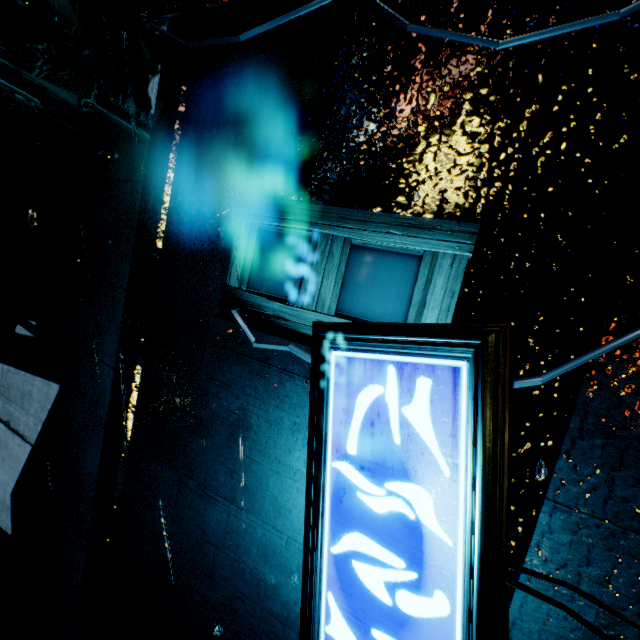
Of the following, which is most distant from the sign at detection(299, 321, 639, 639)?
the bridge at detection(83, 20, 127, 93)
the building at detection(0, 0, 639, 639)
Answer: the bridge at detection(83, 20, 127, 93)

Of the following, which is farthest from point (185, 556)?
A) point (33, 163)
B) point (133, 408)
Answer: point (33, 163)

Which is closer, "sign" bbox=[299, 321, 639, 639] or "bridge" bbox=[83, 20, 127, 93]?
"sign" bbox=[299, 321, 639, 639]

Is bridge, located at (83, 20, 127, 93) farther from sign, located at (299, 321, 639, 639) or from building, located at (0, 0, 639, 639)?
sign, located at (299, 321, 639, 639)

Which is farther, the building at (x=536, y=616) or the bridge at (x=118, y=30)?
the bridge at (x=118, y=30)

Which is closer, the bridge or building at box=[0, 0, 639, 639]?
building at box=[0, 0, 639, 639]

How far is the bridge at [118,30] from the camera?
5.1 meters
